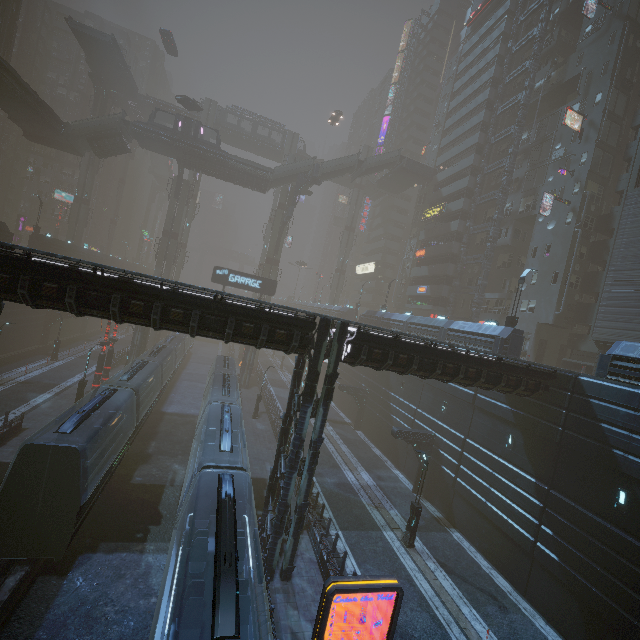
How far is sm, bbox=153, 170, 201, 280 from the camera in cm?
4750

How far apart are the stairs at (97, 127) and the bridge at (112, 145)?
0.01m

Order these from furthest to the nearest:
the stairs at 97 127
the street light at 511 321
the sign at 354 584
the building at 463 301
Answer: the building at 463 301 < the stairs at 97 127 < the street light at 511 321 < the sign at 354 584

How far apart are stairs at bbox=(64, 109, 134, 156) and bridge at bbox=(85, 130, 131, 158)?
0.0 meters

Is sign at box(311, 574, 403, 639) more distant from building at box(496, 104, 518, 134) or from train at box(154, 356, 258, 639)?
train at box(154, 356, 258, 639)

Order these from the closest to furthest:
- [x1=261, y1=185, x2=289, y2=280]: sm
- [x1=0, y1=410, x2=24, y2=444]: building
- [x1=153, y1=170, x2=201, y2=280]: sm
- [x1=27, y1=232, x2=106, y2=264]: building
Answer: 1. [x1=0, y1=410, x2=24, y2=444]: building
2. [x1=27, y1=232, x2=106, y2=264]: building
3. [x1=153, y1=170, x2=201, y2=280]: sm
4. [x1=261, y1=185, x2=289, y2=280]: sm

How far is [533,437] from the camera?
18.0 meters

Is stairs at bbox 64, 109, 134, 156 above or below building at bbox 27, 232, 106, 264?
above
